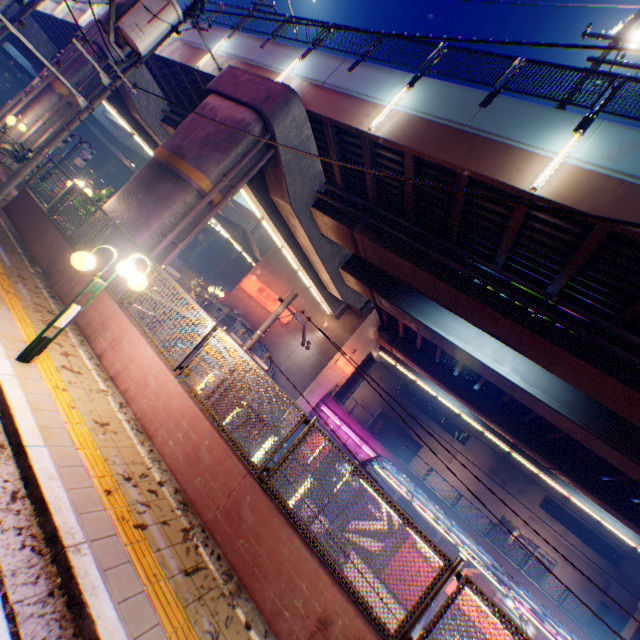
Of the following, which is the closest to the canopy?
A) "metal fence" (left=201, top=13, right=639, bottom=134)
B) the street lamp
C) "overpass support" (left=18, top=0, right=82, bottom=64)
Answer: "metal fence" (left=201, top=13, right=639, bottom=134)

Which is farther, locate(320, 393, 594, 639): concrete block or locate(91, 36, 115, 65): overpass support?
locate(320, 393, 594, 639): concrete block

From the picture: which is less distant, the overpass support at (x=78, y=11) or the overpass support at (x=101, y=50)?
the overpass support at (x=101, y=50)

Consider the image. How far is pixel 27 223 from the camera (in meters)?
9.48

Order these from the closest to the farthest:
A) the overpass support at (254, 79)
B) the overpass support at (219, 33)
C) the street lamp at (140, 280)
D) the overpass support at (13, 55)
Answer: the street lamp at (140, 280), the overpass support at (254, 79), the overpass support at (219, 33), the overpass support at (13, 55)

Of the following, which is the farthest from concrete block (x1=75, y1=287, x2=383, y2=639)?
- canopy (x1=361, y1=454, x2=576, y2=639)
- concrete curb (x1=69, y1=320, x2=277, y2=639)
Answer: canopy (x1=361, y1=454, x2=576, y2=639)

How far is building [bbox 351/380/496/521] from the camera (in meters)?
40.19

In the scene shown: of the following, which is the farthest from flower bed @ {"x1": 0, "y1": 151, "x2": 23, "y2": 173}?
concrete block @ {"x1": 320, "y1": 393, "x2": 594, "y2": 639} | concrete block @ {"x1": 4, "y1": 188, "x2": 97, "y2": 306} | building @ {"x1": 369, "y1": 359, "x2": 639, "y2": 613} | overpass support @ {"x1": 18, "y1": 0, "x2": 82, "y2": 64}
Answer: building @ {"x1": 369, "y1": 359, "x2": 639, "y2": 613}
